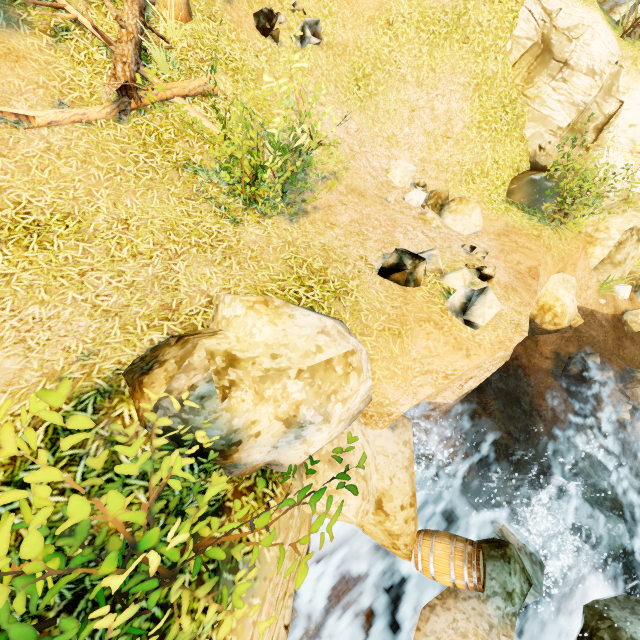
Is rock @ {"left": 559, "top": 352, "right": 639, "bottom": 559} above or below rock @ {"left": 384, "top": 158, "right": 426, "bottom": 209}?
below

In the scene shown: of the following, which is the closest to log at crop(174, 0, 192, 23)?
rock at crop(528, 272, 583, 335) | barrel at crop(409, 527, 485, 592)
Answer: barrel at crop(409, 527, 485, 592)

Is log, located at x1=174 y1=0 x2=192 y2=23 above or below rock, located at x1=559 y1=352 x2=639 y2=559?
above

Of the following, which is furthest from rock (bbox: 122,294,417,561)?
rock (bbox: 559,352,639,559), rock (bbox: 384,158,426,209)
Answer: rock (bbox: 384,158,426,209)

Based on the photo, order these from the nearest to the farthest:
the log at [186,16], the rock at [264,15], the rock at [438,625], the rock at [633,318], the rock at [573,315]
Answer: the rock at [438,625]
the log at [186,16]
the rock at [264,15]
the rock at [573,315]
the rock at [633,318]

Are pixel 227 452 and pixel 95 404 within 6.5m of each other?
yes

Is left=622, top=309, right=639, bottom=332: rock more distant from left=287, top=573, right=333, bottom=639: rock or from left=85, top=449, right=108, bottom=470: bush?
left=85, top=449, right=108, bottom=470: bush

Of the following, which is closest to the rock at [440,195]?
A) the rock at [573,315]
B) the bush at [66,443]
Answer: the rock at [573,315]
